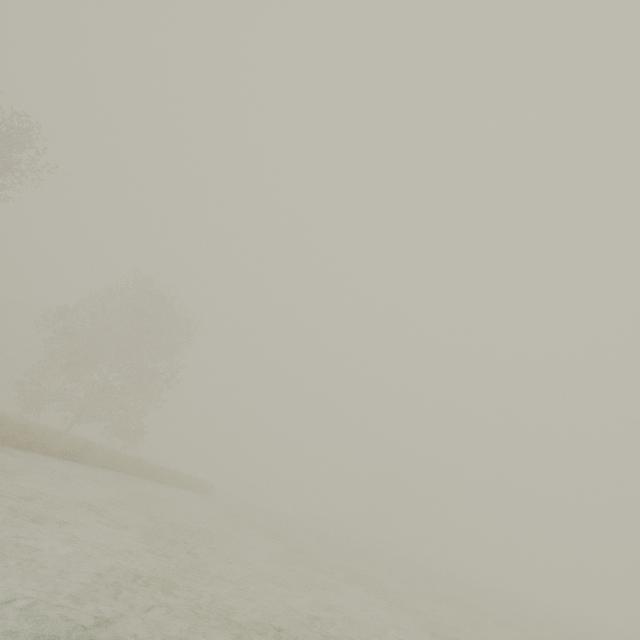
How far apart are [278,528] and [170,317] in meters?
20.3 m
